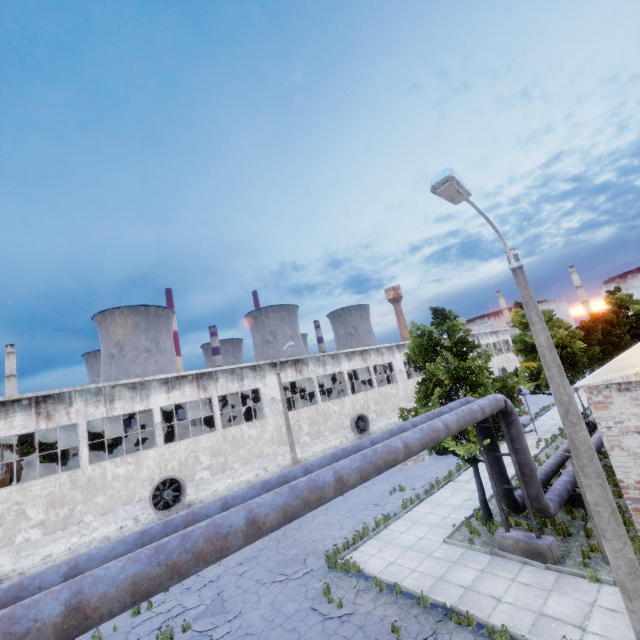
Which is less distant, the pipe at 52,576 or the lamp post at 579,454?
the pipe at 52,576

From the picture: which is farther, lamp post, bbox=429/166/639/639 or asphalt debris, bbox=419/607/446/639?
asphalt debris, bbox=419/607/446/639

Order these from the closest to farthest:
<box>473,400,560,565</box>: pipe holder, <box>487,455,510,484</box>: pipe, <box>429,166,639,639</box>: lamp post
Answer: <box>429,166,639,639</box>: lamp post, <box>473,400,560,565</box>: pipe holder, <box>487,455,510,484</box>: pipe

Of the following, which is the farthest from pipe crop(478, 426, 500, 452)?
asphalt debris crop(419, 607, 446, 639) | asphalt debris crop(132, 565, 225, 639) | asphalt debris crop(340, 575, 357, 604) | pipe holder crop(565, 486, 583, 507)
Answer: asphalt debris crop(132, 565, 225, 639)

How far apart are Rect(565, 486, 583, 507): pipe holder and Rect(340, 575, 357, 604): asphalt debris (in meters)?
8.86

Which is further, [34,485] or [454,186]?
[34,485]

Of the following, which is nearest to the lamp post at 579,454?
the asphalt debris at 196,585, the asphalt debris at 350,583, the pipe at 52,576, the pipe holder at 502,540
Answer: the pipe at 52,576

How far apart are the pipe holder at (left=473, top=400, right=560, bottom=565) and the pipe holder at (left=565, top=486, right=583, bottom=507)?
3.7m
